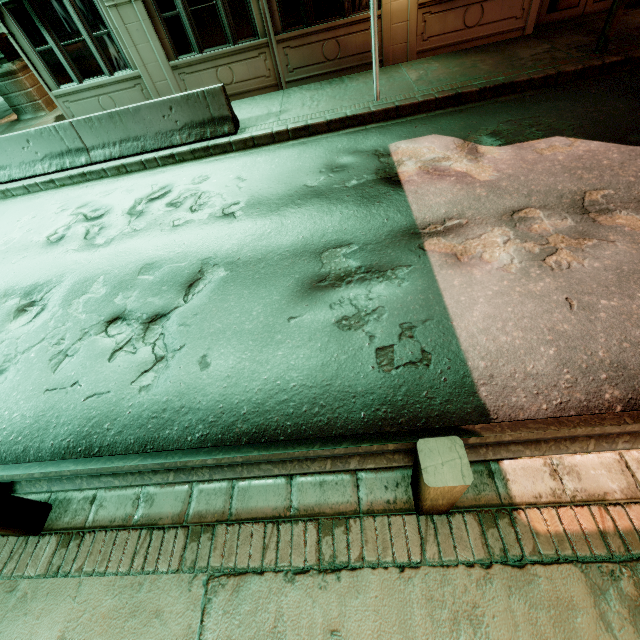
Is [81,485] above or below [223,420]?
above

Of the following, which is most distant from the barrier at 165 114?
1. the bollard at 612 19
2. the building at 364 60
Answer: the bollard at 612 19

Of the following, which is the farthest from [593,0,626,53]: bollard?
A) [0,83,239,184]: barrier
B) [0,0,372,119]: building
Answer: [0,83,239,184]: barrier

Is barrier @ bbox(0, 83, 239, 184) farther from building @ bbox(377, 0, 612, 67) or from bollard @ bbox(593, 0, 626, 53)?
bollard @ bbox(593, 0, 626, 53)

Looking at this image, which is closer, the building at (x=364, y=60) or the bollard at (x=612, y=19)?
the bollard at (x=612, y=19)

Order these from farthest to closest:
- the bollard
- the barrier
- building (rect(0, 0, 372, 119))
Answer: building (rect(0, 0, 372, 119)), the barrier, the bollard
